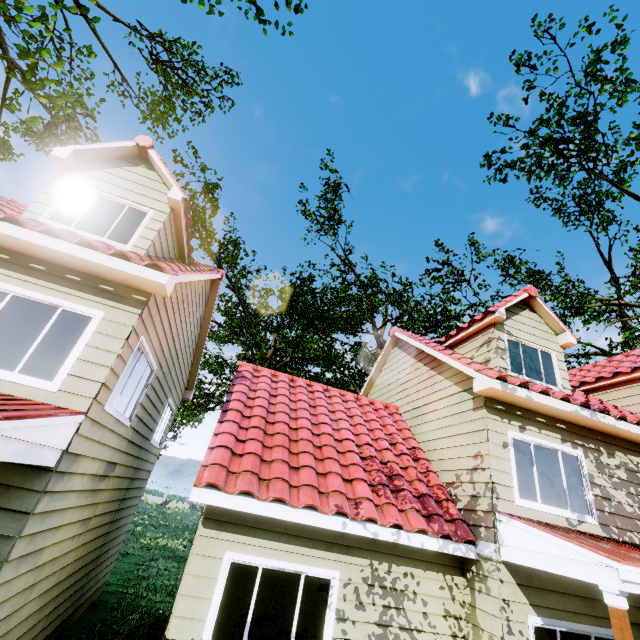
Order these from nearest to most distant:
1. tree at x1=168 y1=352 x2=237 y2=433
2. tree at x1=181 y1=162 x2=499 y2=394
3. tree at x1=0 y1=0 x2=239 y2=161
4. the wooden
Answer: the wooden → tree at x1=0 y1=0 x2=239 y2=161 → tree at x1=181 y1=162 x2=499 y2=394 → tree at x1=168 y1=352 x2=237 y2=433

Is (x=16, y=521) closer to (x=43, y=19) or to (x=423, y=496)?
(x=423, y=496)

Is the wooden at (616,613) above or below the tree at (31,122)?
below

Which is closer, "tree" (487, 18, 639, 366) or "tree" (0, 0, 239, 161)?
"tree" (0, 0, 239, 161)

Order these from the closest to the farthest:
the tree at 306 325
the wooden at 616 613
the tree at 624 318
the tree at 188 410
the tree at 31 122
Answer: the wooden at 616 613, the tree at 31 122, the tree at 624 318, the tree at 306 325, the tree at 188 410

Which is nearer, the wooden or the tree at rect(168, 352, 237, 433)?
the wooden
